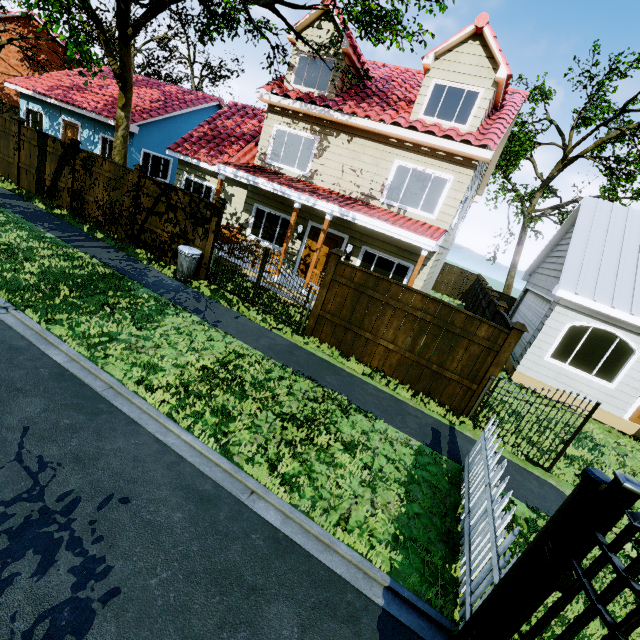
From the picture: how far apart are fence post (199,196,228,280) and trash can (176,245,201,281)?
0.1m

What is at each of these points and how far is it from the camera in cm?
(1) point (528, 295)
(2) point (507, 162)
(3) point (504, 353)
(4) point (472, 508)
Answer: (1) garage door, 1445
(2) tree, 1752
(3) fence post, 689
(4) fence, 449

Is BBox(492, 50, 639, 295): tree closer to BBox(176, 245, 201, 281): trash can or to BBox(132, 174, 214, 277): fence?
BBox(132, 174, 214, 277): fence

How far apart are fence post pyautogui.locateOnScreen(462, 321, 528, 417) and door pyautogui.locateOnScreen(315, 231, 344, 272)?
6.74m

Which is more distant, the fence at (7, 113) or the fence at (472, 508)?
the fence at (7, 113)

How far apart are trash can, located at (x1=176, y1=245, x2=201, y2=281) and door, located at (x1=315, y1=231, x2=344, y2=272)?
4.2m

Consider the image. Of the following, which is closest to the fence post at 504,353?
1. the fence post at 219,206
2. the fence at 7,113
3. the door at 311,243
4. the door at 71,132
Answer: the fence at 7,113

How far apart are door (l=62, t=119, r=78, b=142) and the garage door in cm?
2409
